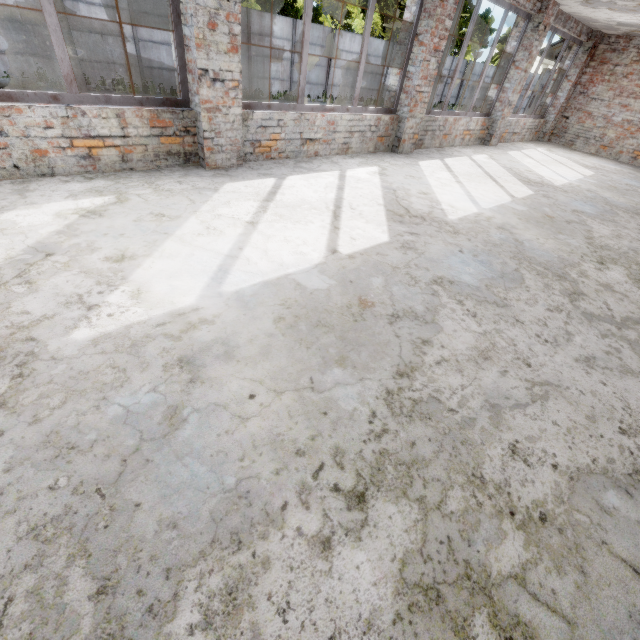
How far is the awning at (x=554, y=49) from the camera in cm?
1166

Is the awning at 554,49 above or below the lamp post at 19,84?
above

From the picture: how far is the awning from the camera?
11.7m

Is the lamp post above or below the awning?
below

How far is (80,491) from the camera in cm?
136
